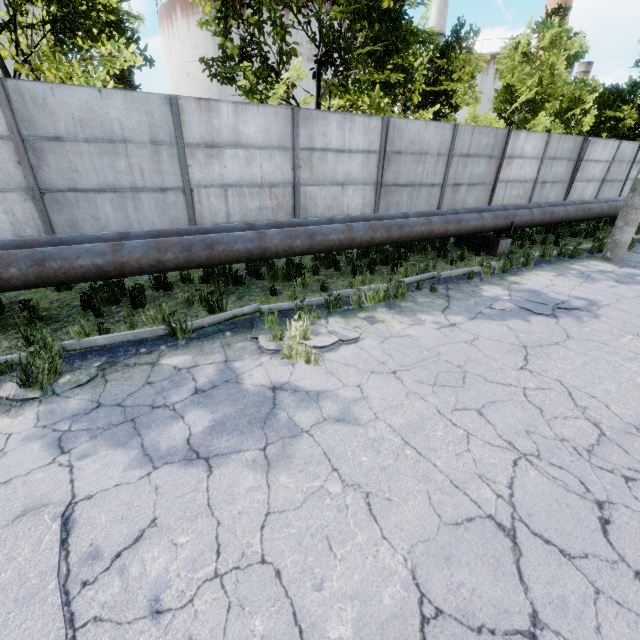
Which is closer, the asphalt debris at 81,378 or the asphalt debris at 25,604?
the asphalt debris at 25,604

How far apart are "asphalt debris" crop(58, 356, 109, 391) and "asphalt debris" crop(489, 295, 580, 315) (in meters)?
6.59

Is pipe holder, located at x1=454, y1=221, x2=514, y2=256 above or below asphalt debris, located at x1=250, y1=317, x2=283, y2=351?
above

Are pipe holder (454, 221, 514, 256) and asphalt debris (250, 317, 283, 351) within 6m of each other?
no

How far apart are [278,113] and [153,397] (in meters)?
7.53

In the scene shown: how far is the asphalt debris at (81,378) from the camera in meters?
3.9

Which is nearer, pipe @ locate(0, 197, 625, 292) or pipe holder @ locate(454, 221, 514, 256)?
→ pipe @ locate(0, 197, 625, 292)

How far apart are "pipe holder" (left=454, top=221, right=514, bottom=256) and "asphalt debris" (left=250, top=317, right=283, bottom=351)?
6.76m
